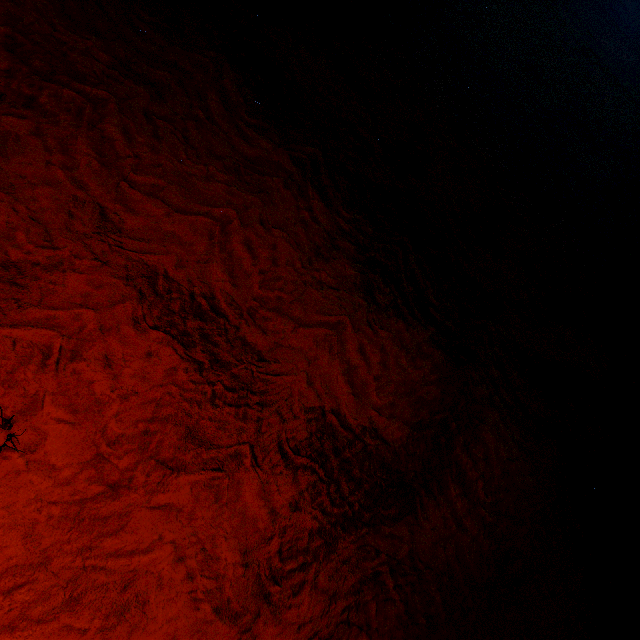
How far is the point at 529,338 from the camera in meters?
4.1 m
